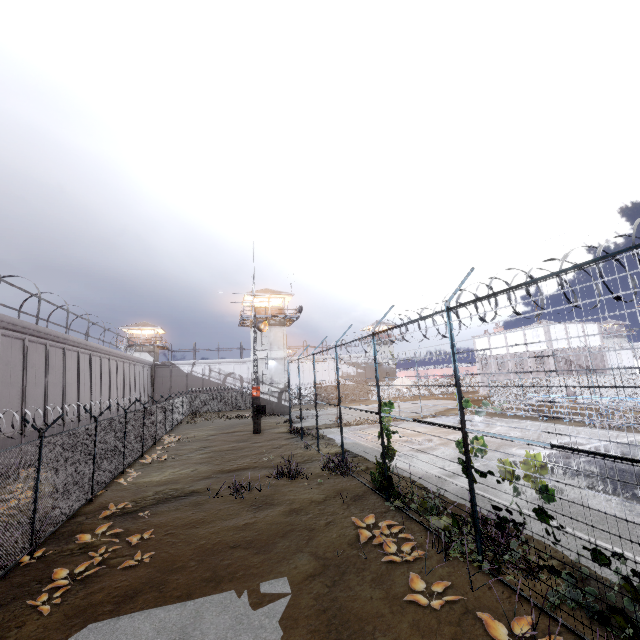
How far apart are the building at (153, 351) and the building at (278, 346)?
23.6 meters

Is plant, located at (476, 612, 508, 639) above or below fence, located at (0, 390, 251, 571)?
below

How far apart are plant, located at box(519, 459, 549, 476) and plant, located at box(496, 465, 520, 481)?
0.18m

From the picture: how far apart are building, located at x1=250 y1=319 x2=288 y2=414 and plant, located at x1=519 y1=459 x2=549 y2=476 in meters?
34.2 m

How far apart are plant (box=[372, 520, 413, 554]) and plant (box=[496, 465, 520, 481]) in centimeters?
230cm

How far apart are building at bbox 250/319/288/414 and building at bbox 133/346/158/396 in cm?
2362

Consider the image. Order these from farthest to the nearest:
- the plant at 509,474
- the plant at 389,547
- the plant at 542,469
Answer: the plant at 389,547 < the plant at 509,474 < the plant at 542,469

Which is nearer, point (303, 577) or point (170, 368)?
point (303, 577)
